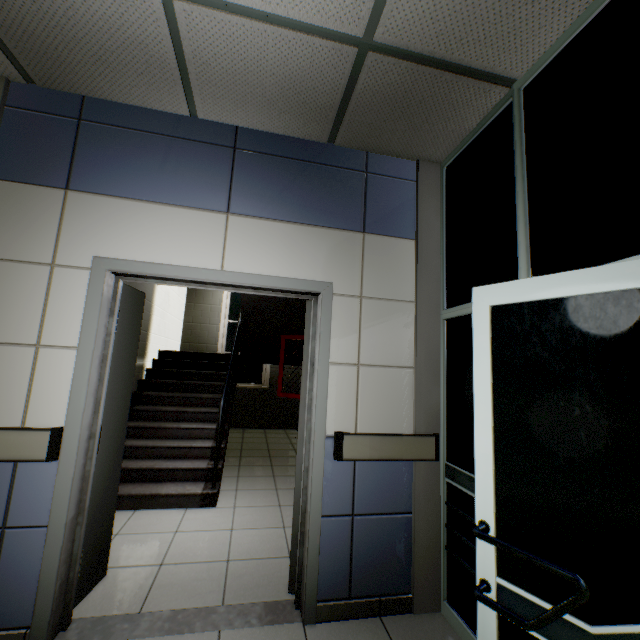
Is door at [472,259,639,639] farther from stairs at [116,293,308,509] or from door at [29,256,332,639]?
stairs at [116,293,308,509]

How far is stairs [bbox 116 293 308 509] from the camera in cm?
349

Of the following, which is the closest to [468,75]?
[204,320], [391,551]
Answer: [391,551]

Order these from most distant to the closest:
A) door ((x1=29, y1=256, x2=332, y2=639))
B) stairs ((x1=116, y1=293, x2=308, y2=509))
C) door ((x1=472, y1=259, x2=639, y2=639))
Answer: stairs ((x1=116, y1=293, x2=308, y2=509))
door ((x1=29, y1=256, x2=332, y2=639))
door ((x1=472, y1=259, x2=639, y2=639))

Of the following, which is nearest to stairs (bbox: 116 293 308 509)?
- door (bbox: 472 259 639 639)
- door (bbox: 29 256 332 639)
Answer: door (bbox: 29 256 332 639)

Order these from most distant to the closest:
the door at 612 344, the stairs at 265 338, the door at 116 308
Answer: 1. the stairs at 265 338
2. the door at 116 308
3. the door at 612 344

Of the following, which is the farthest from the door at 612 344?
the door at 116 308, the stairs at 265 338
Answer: the stairs at 265 338
